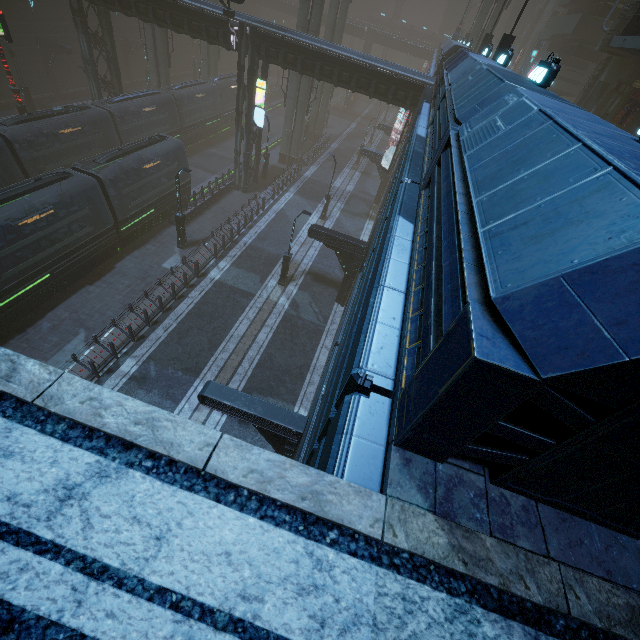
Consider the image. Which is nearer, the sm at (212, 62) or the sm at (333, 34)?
the sm at (333, 34)

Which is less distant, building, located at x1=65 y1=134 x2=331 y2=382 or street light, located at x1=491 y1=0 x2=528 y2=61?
building, located at x1=65 y1=134 x2=331 y2=382

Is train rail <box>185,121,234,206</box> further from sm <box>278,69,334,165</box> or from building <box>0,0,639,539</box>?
sm <box>278,69,334,165</box>

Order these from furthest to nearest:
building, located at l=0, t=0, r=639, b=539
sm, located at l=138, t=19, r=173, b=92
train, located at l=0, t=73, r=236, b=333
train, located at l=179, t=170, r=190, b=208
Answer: sm, located at l=138, t=19, r=173, b=92 < train, located at l=179, t=170, r=190, b=208 < train, located at l=0, t=73, r=236, b=333 < building, located at l=0, t=0, r=639, b=539

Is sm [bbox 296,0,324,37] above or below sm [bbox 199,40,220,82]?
above

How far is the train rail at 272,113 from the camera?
42.3 meters

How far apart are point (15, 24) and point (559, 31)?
55.30m

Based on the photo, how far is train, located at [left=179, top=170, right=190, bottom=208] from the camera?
24.7 meters
